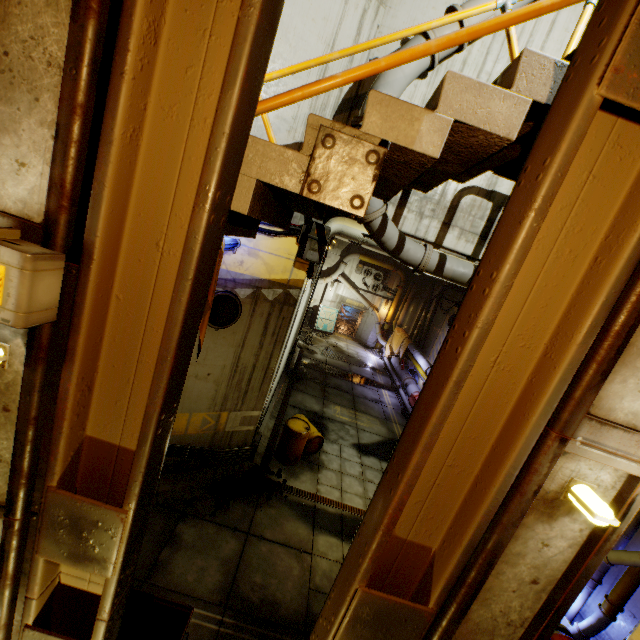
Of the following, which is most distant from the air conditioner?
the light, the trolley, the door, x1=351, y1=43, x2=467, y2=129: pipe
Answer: the light

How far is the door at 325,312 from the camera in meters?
24.8

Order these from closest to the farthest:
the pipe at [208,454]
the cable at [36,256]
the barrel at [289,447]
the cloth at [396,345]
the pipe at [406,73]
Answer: the cable at [36,256] < the pipe at [406,73] < the pipe at [208,454] < the barrel at [289,447] < the cloth at [396,345]

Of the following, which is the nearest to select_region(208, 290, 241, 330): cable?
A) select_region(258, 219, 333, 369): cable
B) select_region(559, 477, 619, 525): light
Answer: select_region(258, 219, 333, 369): cable

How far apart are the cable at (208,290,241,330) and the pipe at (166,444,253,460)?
2.8m

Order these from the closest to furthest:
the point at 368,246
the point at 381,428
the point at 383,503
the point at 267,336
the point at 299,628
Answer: the point at 383,503 → the point at 299,628 → the point at 267,336 → the point at 381,428 → the point at 368,246

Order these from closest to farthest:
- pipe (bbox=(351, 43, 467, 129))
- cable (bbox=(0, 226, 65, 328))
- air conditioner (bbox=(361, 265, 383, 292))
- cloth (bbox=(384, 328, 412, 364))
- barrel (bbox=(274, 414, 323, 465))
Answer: cable (bbox=(0, 226, 65, 328)), pipe (bbox=(351, 43, 467, 129)), barrel (bbox=(274, 414, 323, 465)), cloth (bbox=(384, 328, 412, 364)), air conditioner (bbox=(361, 265, 383, 292))

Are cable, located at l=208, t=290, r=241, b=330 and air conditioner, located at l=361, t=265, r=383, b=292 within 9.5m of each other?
no
